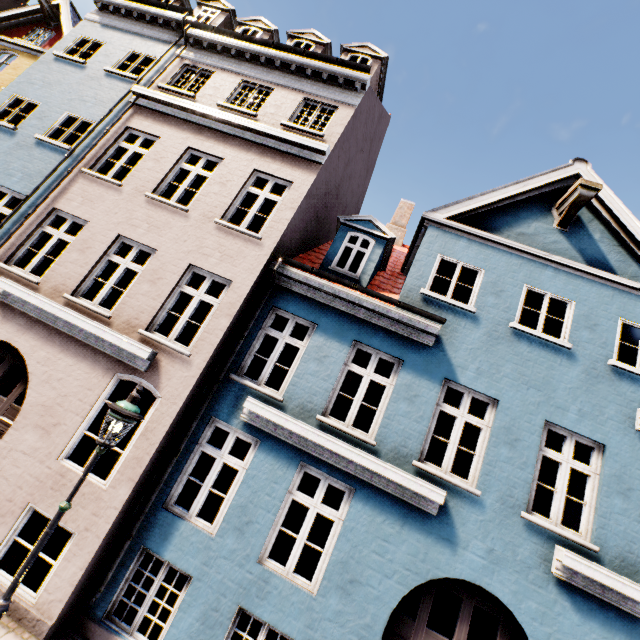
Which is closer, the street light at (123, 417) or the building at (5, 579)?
the street light at (123, 417)

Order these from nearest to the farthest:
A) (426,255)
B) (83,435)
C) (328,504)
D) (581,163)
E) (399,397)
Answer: (399,397) → (426,255) → (581,163) → (83,435) → (328,504)

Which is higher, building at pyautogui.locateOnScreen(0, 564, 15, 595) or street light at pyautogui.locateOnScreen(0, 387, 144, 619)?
street light at pyautogui.locateOnScreen(0, 387, 144, 619)

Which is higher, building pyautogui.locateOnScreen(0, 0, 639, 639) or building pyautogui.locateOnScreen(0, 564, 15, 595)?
building pyautogui.locateOnScreen(0, 0, 639, 639)

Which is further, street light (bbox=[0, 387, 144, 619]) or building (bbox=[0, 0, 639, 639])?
building (bbox=[0, 0, 639, 639])
